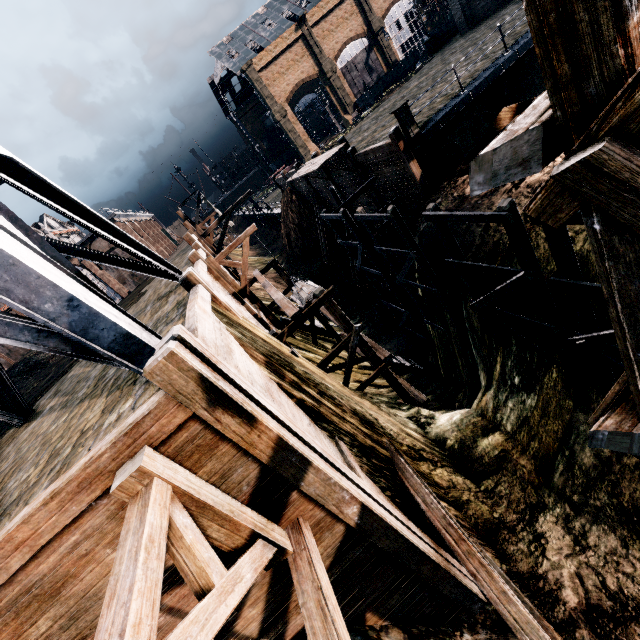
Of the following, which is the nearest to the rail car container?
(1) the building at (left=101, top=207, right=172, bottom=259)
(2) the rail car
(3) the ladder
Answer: (2) the rail car

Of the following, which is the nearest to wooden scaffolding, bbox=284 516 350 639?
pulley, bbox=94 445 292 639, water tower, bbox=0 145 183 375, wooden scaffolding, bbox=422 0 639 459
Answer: pulley, bbox=94 445 292 639

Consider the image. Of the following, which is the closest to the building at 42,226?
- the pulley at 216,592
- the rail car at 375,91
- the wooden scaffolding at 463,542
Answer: the rail car at 375,91

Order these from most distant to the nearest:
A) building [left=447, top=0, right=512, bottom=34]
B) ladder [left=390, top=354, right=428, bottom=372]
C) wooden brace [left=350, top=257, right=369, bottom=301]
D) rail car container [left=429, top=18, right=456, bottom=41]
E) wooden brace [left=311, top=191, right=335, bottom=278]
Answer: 1. rail car container [left=429, top=18, right=456, bottom=41]
2. building [left=447, top=0, right=512, bottom=34]
3. wooden brace [left=311, top=191, right=335, bottom=278]
4. wooden brace [left=350, top=257, right=369, bottom=301]
5. ladder [left=390, top=354, right=428, bottom=372]

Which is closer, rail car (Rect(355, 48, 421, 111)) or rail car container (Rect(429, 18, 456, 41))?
rail car container (Rect(429, 18, 456, 41))

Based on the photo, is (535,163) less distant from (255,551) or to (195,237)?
(255,551)

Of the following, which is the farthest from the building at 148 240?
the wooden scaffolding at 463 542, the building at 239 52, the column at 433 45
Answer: the wooden scaffolding at 463 542

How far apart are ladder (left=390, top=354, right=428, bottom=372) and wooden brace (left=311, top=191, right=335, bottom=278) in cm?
1433
